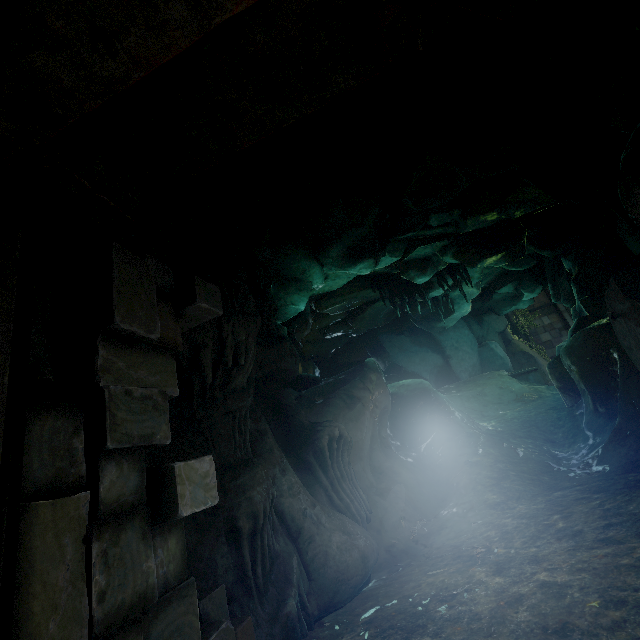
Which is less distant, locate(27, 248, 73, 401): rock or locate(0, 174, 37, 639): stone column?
locate(0, 174, 37, 639): stone column

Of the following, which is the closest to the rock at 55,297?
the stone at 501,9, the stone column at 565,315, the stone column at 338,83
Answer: the stone column at 338,83

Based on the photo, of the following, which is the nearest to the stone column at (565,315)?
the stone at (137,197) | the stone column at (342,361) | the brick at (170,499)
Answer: the stone column at (342,361)

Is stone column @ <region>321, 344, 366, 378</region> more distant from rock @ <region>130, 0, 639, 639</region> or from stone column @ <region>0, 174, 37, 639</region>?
stone column @ <region>0, 174, 37, 639</region>

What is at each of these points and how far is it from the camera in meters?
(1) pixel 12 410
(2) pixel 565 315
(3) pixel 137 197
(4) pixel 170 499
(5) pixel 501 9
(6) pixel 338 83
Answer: (1) stone column, 1.4 m
(2) stone column, 30.8 m
(3) stone, 2.0 m
(4) brick, 1.9 m
(5) stone, 1.6 m
(6) stone column, 2.1 m

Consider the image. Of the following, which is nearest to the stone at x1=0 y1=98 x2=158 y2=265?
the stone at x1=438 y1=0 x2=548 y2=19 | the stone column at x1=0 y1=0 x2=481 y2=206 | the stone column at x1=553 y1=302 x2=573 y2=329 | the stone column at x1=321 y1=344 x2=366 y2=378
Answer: the stone column at x1=0 y1=0 x2=481 y2=206

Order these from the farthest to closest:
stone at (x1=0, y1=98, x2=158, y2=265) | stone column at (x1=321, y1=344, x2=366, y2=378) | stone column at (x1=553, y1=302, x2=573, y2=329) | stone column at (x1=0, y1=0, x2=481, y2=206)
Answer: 1. stone column at (x1=553, y1=302, x2=573, y2=329)
2. stone column at (x1=321, y1=344, x2=366, y2=378)
3. stone at (x1=0, y1=98, x2=158, y2=265)
4. stone column at (x1=0, y1=0, x2=481, y2=206)

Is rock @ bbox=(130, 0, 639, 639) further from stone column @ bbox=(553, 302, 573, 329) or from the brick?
stone column @ bbox=(553, 302, 573, 329)
